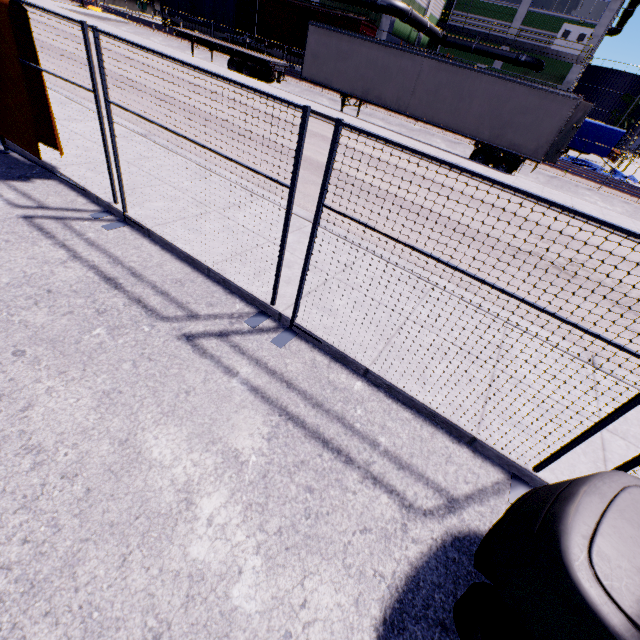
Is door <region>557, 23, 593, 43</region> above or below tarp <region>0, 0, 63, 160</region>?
above

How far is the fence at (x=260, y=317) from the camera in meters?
3.9

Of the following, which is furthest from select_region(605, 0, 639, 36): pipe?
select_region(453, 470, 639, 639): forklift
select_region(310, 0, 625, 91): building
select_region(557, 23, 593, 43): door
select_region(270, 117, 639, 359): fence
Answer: select_region(453, 470, 639, 639): forklift

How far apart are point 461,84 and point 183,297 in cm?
1900

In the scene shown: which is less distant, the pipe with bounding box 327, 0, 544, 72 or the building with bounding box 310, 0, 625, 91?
the pipe with bounding box 327, 0, 544, 72

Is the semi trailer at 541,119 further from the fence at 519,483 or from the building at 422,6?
the fence at 519,483

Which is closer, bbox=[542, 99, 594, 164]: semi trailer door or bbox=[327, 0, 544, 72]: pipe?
bbox=[542, 99, 594, 164]: semi trailer door

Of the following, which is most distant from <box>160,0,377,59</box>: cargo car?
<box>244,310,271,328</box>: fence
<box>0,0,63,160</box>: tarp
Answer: <box>244,310,271,328</box>: fence
